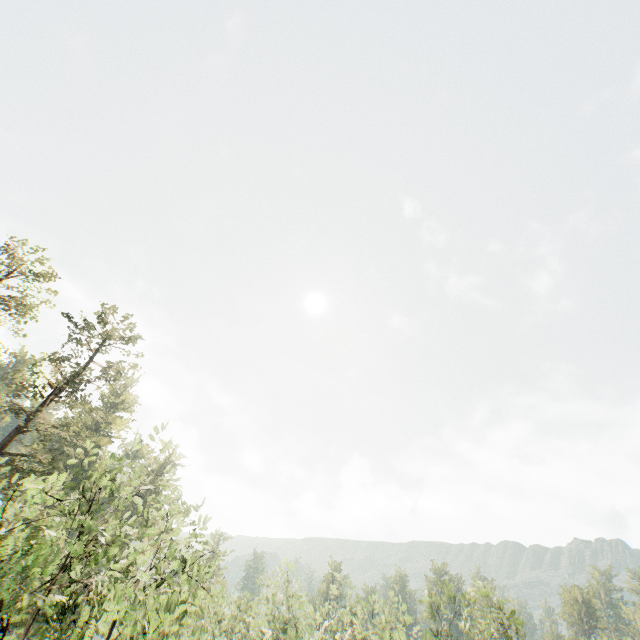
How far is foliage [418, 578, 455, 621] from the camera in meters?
23.1

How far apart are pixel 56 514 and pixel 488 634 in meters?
21.9

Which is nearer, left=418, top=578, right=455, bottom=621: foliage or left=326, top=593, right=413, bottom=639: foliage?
left=326, top=593, right=413, bottom=639: foliage

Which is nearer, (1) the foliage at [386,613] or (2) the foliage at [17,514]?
(2) the foliage at [17,514]

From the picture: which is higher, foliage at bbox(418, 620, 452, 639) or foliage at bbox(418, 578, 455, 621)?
foliage at bbox(418, 578, 455, 621)

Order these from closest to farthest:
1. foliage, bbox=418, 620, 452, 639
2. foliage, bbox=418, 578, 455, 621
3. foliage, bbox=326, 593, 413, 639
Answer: foliage, bbox=418, 620, 452, 639
foliage, bbox=326, 593, 413, 639
foliage, bbox=418, 578, 455, 621
